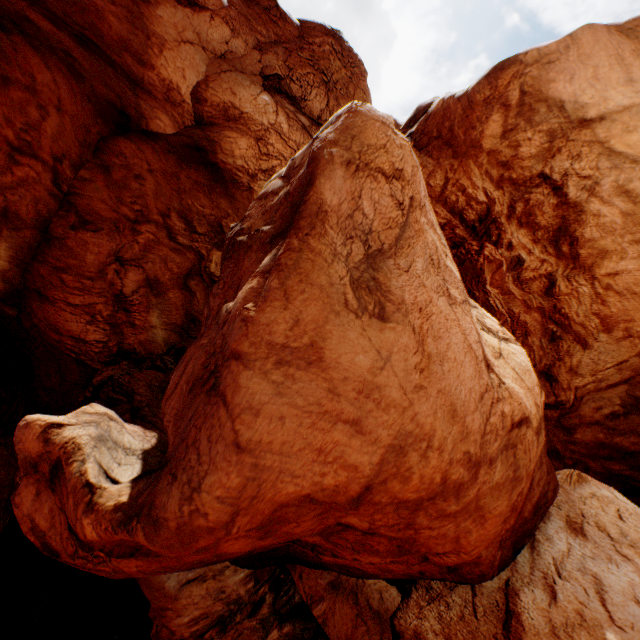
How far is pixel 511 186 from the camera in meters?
15.8 m
